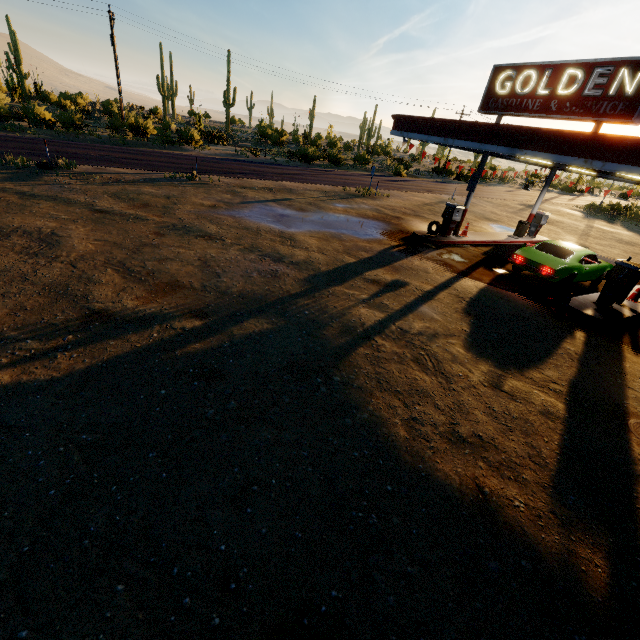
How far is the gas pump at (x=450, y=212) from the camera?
15.1 meters

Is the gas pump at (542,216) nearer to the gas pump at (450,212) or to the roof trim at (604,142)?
the roof trim at (604,142)

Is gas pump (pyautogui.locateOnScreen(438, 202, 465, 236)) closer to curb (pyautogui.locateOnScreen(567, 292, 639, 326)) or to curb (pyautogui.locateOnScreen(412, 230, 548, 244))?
curb (pyautogui.locateOnScreen(412, 230, 548, 244))

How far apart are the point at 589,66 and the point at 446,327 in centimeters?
962cm

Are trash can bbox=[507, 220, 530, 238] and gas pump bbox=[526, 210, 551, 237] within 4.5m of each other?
yes

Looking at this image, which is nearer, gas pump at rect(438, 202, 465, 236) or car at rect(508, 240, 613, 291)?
car at rect(508, 240, 613, 291)

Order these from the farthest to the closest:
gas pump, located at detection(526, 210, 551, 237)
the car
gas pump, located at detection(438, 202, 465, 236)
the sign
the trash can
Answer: gas pump, located at detection(526, 210, 551, 237)
the trash can
gas pump, located at detection(438, 202, 465, 236)
the car
the sign

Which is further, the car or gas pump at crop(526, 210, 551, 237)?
gas pump at crop(526, 210, 551, 237)
